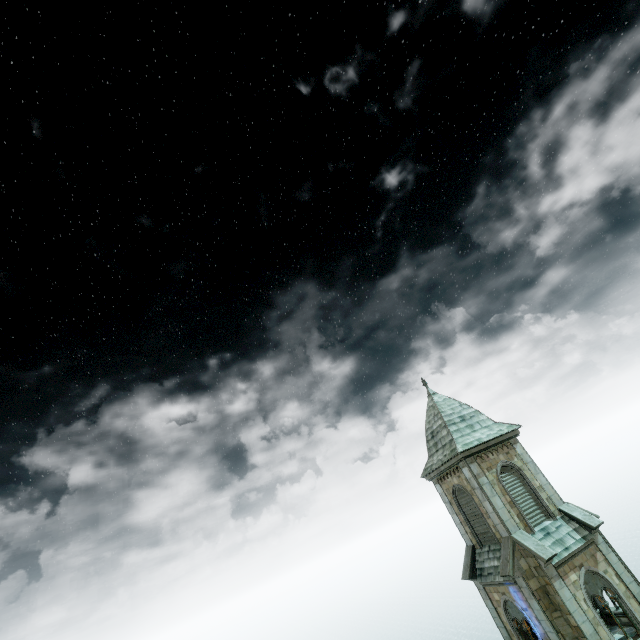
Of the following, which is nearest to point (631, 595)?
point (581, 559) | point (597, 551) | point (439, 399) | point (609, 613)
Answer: point (597, 551)
